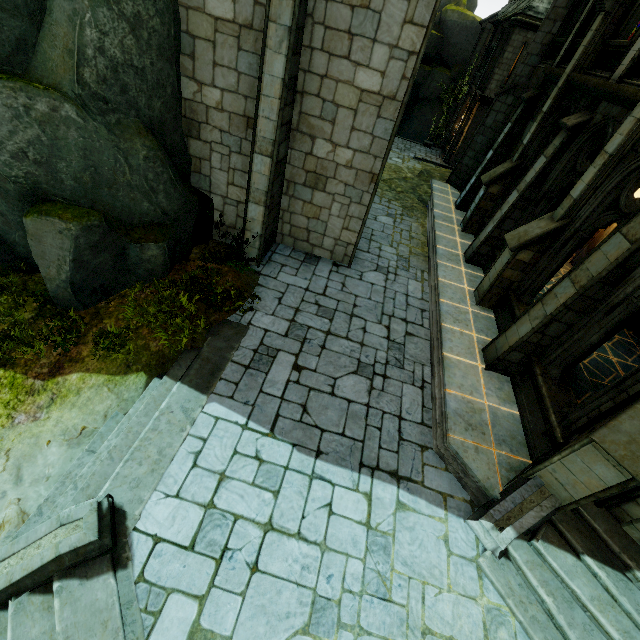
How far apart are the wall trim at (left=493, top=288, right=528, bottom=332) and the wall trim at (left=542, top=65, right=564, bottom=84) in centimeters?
707cm

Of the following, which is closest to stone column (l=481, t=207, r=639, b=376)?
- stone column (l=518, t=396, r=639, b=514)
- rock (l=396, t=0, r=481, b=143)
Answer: stone column (l=518, t=396, r=639, b=514)

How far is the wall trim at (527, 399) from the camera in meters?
6.0 m

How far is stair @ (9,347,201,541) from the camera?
4.72m

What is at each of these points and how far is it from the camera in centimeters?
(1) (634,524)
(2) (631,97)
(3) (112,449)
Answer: (1) window, 512cm
(2) wall trim, 676cm
(3) stair, 519cm

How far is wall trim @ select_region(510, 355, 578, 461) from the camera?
6.04m

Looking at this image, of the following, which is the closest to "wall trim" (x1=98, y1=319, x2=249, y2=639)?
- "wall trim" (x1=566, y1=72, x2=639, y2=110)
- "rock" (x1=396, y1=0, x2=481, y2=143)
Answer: "wall trim" (x1=566, y1=72, x2=639, y2=110)

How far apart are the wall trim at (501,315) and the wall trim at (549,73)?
7.07m
